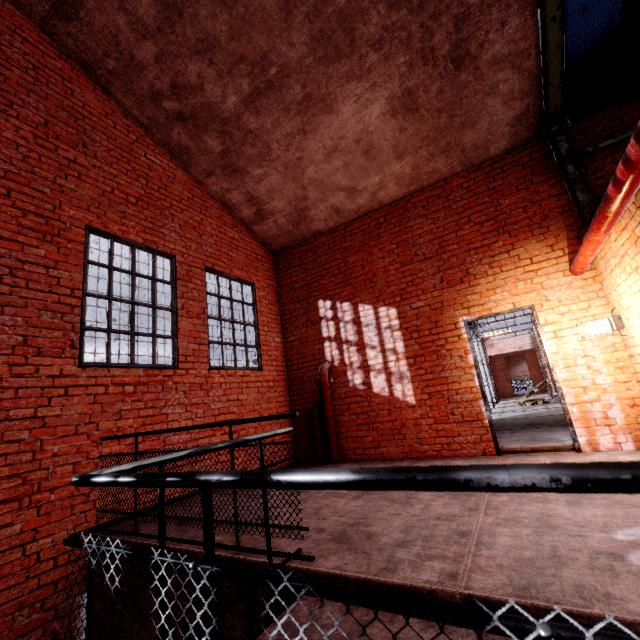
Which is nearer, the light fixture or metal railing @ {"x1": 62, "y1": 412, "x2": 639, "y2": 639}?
metal railing @ {"x1": 62, "y1": 412, "x2": 639, "y2": 639}

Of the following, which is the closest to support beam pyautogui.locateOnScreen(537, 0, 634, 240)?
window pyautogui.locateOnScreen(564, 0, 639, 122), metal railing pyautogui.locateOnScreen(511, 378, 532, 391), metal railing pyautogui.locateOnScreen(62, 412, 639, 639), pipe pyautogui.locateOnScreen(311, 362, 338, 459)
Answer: window pyautogui.locateOnScreen(564, 0, 639, 122)

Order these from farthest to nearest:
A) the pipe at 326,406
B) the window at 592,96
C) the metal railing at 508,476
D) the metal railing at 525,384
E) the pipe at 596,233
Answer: the metal railing at 525,384, the pipe at 326,406, the window at 592,96, the pipe at 596,233, the metal railing at 508,476

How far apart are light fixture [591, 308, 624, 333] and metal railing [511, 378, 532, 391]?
17.58m

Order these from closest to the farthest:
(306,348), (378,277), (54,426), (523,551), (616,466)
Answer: (616,466) → (523,551) → (54,426) → (378,277) → (306,348)

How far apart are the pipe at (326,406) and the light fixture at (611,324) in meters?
4.3 m

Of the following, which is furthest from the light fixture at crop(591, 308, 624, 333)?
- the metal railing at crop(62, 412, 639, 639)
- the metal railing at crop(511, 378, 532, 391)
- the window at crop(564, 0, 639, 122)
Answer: the metal railing at crop(511, 378, 532, 391)

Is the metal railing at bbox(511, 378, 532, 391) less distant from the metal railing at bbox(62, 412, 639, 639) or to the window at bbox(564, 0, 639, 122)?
the window at bbox(564, 0, 639, 122)
